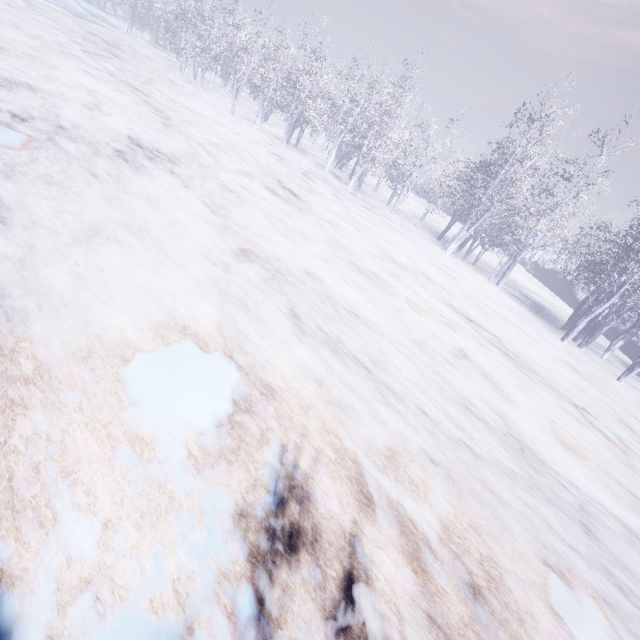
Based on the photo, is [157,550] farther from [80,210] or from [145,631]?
[80,210]
